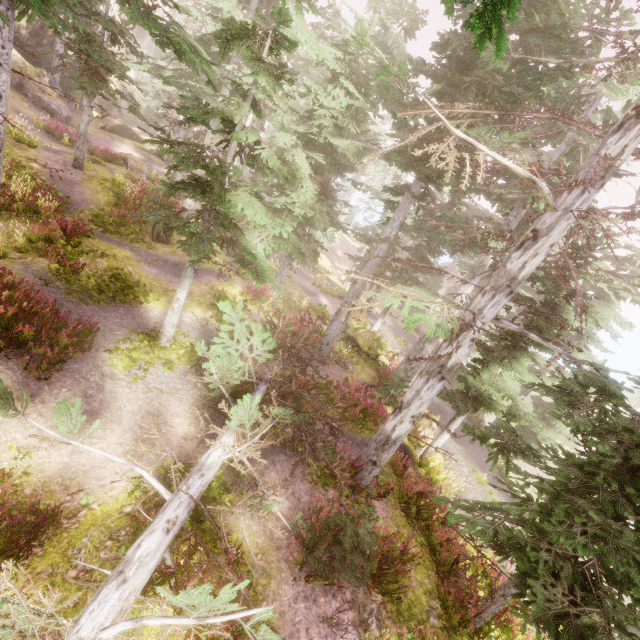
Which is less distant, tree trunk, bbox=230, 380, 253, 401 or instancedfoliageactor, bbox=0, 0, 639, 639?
instancedfoliageactor, bbox=0, 0, 639, 639

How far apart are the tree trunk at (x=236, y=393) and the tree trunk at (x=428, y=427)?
7.5m

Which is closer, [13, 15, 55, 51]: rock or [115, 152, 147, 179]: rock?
[115, 152, 147, 179]: rock

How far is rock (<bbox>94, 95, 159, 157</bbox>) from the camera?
31.8 meters

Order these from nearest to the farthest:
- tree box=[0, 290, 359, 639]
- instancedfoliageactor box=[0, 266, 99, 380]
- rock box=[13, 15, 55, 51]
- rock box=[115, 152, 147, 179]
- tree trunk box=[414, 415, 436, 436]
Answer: tree box=[0, 290, 359, 639] → instancedfoliageactor box=[0, 266, 99, 380] → tree trunk box=[414, 415, 436, 436] → rock box=[115, 152, 147, 179] → rock box=[13, 15, 55, 51]

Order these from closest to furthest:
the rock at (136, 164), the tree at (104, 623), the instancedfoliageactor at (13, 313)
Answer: the tree at (104, 623) < the instancedfoliageactor at (13, 313) < the rock at (136, 164)

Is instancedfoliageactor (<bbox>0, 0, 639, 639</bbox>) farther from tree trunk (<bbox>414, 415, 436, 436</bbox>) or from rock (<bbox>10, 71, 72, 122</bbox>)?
tree trunk (<bbox>414, 415, 436, 436</bbox>)

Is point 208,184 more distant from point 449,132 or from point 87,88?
point 87,88
